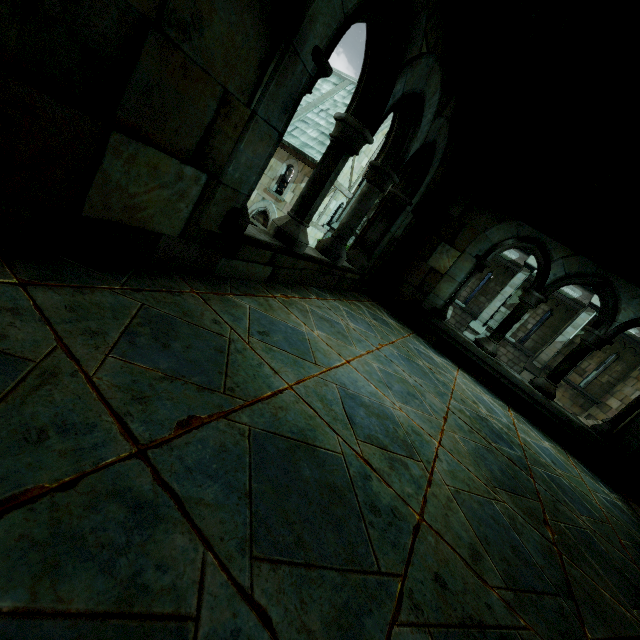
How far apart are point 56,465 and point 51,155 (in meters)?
1.18
